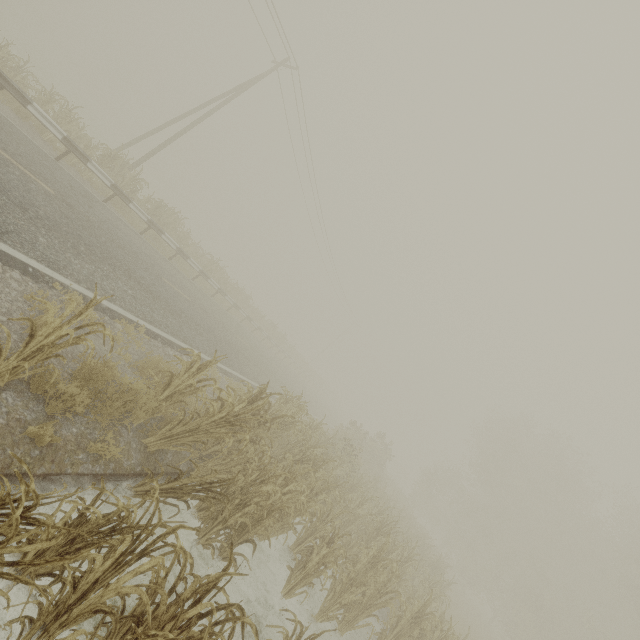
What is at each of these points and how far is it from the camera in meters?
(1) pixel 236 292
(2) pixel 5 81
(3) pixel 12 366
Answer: (1) tree, 23.2 m
(2) guardrail, 8.7 m
(3) tree, 3.2 m

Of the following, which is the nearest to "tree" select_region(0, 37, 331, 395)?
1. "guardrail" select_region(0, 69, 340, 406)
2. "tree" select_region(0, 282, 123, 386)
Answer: "guardrail" select_region(0, 69, 340, 406)

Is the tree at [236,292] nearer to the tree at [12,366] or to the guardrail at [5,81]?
the guardrail at [5,81]

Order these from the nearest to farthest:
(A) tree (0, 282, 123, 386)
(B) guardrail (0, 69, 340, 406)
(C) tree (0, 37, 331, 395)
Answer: (A) tree (0, 282, 123, 386)
(B) guardrail (0, 69, 340, 406)
(C) tree (0, 37, 331, 395)

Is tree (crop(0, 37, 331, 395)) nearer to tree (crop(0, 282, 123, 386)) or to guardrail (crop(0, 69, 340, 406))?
guardrail (crop(0, 69, 340, 406))

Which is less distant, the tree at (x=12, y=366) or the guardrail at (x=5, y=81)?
the tree at (x=12, y=366)

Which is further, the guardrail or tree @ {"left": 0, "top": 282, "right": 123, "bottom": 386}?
the guardrail
